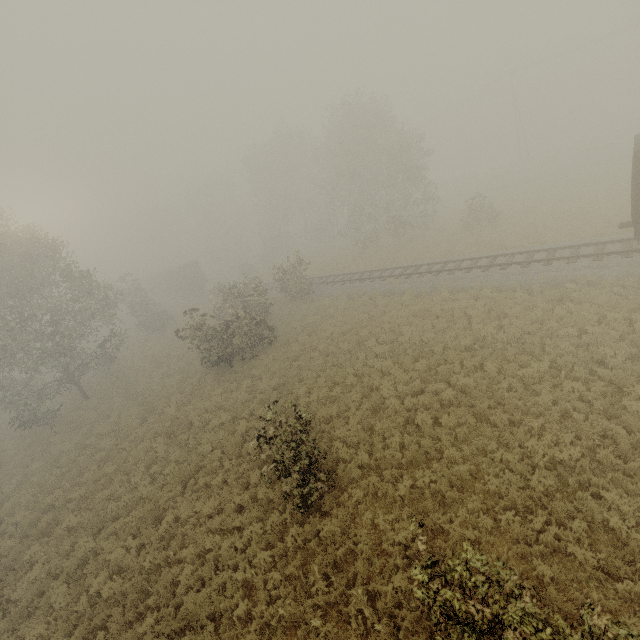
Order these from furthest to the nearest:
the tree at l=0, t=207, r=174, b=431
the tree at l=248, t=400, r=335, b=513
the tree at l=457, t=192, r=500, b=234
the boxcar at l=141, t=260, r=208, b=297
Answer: the boxcar at l=141, t=260, r=208, b=297 < the tree at l=457, t=192, r=500, b=234 < the tree at l=0, t=207, r=174, b=431 < the tree at l=248, t=400, r=335, b=513

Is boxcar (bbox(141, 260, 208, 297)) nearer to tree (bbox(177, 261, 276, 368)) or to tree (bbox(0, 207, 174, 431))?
tree (bbox(177, 261, 276, 368))

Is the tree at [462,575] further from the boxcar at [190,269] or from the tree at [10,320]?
the boxcar at [190,269]

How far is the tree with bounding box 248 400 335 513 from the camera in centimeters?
931cm

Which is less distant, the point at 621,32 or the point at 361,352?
the point at 361,352

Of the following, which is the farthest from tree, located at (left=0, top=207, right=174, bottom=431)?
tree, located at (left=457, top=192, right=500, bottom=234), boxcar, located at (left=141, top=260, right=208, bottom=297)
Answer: boxcar, located at (left=141, top=260, right=208, bottom=297)
